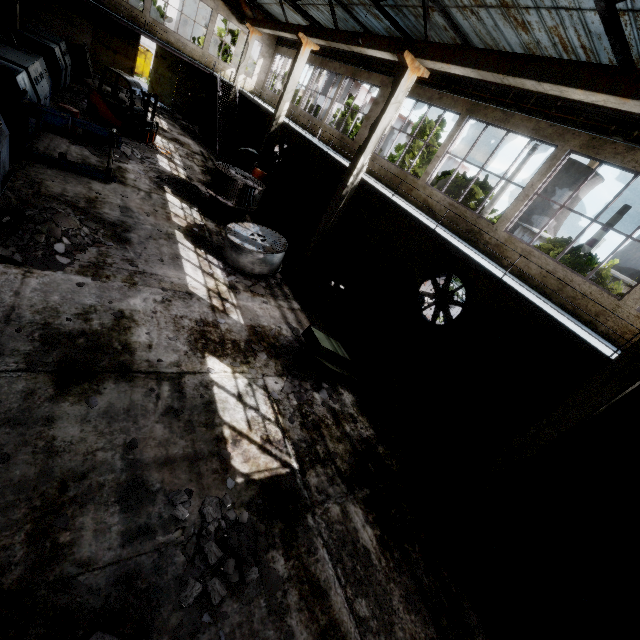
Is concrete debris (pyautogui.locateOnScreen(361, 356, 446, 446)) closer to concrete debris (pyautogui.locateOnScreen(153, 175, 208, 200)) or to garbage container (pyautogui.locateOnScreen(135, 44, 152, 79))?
concrete debris (pyautogui.locateOnScreen(153, 175, 208, 200))

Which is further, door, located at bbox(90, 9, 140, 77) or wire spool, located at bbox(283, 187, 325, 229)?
door, located at bbox(90, 9, 140, 77)

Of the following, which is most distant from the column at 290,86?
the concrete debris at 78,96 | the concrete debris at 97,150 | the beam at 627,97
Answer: the concrete debris at 78,96

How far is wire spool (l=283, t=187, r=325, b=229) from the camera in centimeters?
1638cm

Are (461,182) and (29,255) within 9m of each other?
no

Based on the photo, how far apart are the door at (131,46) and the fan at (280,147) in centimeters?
1194cm

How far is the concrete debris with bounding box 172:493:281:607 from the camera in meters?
3.8 m

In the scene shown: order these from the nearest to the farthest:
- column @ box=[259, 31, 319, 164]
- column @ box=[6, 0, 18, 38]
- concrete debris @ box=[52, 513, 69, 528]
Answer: concrete debris @ box=[52, 513, 69, 528] < column @ box=[259, 31, 319, 164] < column @ box=[6, 0, 18, 38]
